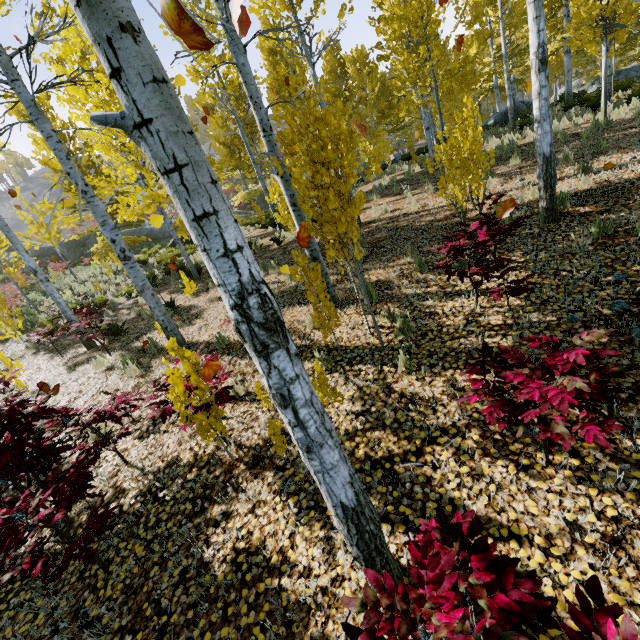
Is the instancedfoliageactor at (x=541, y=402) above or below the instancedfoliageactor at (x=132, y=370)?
above

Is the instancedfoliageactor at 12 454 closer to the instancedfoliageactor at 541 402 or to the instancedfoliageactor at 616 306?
the instancedfoliageactor at 541 402

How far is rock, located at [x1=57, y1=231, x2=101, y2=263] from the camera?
24.81m

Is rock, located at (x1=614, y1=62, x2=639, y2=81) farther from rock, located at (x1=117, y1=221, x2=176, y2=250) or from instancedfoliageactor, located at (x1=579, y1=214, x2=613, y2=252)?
rock, located at (x1=117, y1=221, x2=176, y2=250)

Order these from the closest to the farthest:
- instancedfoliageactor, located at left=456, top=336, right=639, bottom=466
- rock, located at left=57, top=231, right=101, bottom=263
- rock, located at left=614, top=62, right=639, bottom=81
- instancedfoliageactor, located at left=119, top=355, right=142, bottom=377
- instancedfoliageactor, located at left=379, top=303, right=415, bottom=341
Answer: instancedfoliageactor, located at left=456, top=336, right=639, bottom=466 < instancedfoliageactor, located at left=379, top=303, right=415, bottom=341 < instancedfoliageactor, located at left=119, top=355, right=142, bottom=377 < rock, located at left=614, top=62, right=639, bottom=81 < rock, located at left=57, top=231, right=101, bottom=263

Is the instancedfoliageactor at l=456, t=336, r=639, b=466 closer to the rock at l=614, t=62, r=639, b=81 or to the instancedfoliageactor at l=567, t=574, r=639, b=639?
the instancedfoliageactor at l=567, t=574, r=639, b=639

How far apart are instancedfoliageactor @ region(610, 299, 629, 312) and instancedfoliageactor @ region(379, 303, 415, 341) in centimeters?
Answer: 217cm

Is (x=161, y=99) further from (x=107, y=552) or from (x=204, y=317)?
(x=204, y=317)
